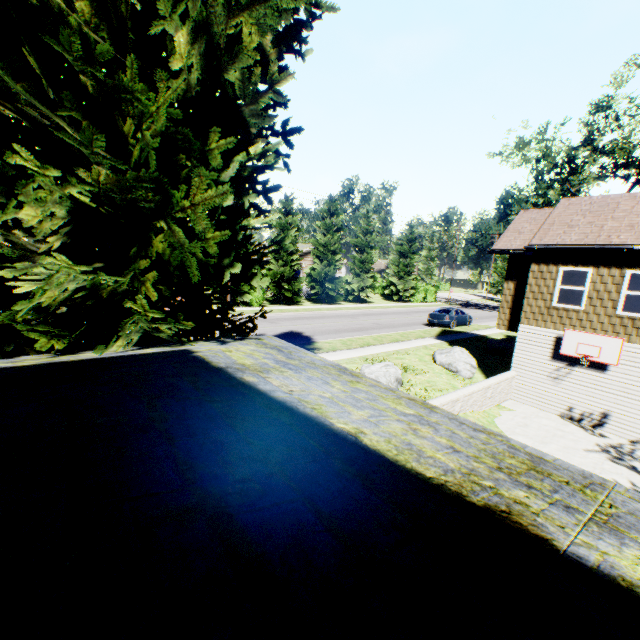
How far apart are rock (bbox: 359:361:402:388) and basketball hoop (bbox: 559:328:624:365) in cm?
644

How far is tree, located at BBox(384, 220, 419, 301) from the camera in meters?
42.6

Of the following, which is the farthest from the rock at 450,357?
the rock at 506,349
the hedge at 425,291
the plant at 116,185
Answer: the hedge at 425,291

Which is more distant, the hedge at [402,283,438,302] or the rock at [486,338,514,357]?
the hedge at [402,283,438,302]

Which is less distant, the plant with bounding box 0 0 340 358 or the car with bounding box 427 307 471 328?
the plant with bounding box 0 0 340 358

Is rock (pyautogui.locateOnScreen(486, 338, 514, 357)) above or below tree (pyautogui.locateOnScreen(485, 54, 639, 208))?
below

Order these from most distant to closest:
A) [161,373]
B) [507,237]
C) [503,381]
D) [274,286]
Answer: [274,286], [507,237], [503,381], [161,373]

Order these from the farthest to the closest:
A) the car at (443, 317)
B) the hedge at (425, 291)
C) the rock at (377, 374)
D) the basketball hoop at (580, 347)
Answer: the hedge at (425, 291)
the car at (443, 317)
the rock at (377, 374)
the basketball hoop at (580, 347)
